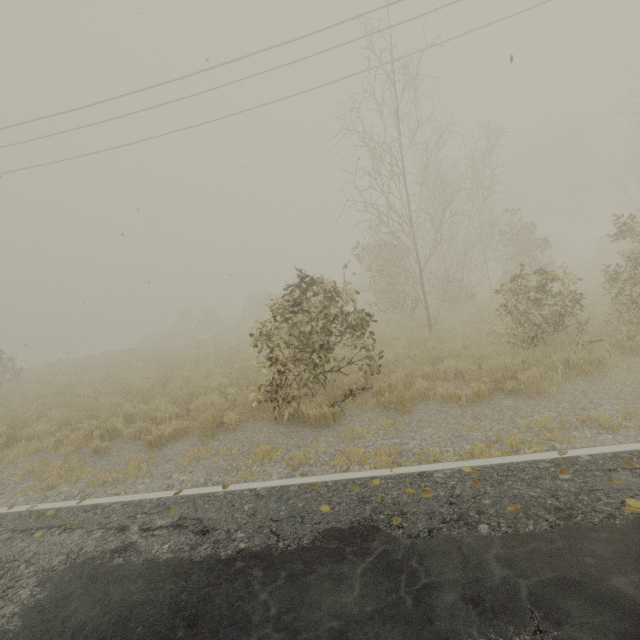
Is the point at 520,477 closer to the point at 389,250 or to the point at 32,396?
the point at 389,250
